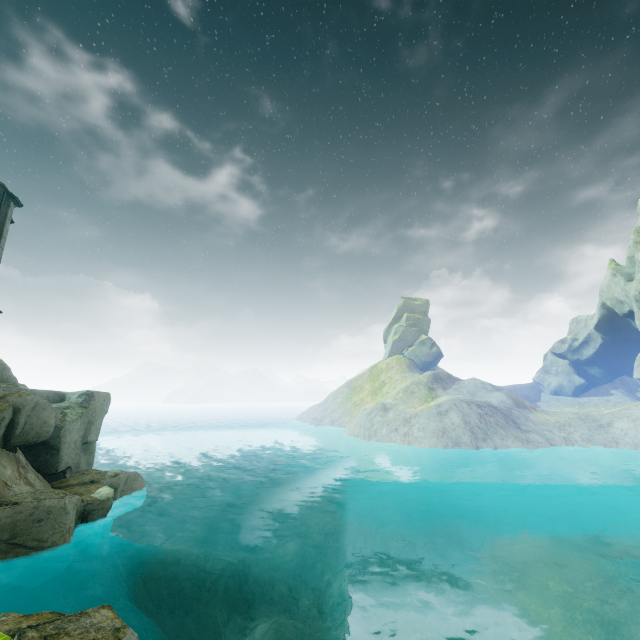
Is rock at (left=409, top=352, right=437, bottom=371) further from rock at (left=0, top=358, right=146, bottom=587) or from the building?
the building

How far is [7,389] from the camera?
17.0 meters

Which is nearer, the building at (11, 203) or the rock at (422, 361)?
the building at (11, 203)

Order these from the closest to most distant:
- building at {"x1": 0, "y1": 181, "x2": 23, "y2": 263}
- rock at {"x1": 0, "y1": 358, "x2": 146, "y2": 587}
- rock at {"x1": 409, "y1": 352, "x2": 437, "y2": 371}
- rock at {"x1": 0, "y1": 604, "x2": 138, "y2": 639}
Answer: rock at {"x1": 0, "y1": 604, "x2": 138, "y2": 639} < rock at {"x1": 0, "y1": 358, "x2": 146, "y2": 587} < building at {"x1": 0, "y1": 181, "x2": 23, "y2": 263} < rock at {"x1": 409, "y1": 352, "x2": 437, "y2": 371}

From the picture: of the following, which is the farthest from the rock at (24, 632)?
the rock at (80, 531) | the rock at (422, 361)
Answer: the rock at (422, 361)

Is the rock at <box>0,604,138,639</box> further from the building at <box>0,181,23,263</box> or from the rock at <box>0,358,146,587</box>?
the building at <box>0,181,23,263</box>

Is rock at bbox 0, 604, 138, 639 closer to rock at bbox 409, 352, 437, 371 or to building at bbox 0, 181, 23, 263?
building at bbox 0, 181, 23, 263

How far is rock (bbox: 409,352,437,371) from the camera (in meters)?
58.53
